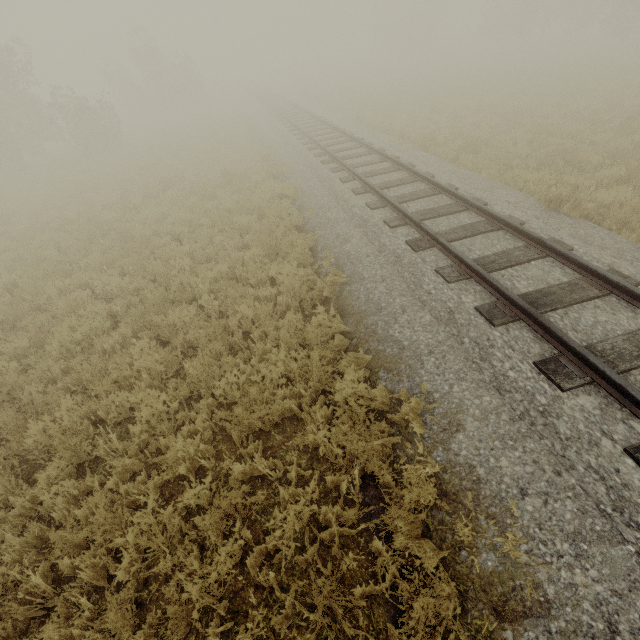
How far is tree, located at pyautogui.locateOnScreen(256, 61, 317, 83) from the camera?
49.9 meters

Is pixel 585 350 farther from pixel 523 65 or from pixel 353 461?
pixel 523 65

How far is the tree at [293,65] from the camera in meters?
49.9
